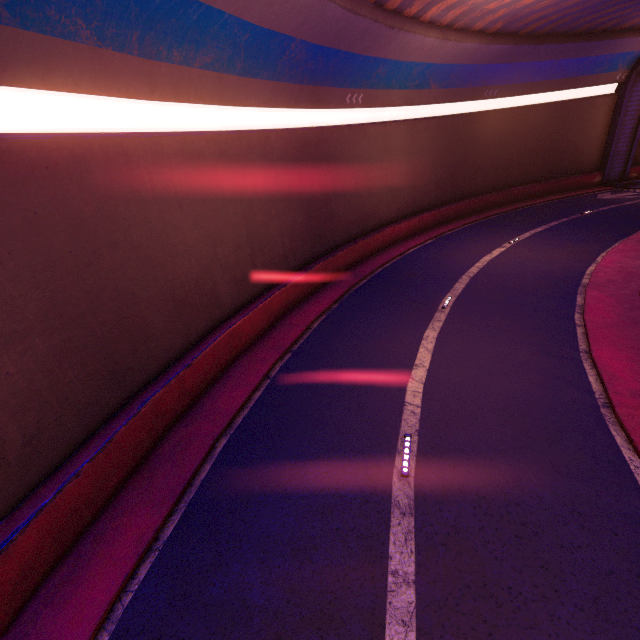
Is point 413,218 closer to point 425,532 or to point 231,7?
point 231,7
